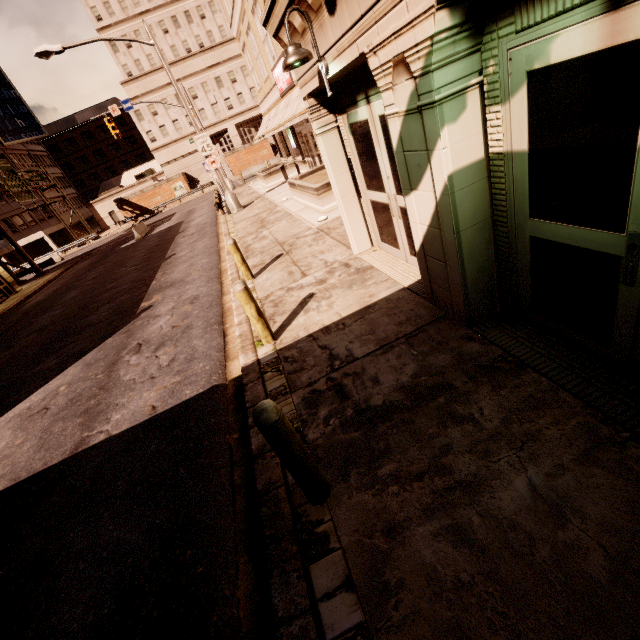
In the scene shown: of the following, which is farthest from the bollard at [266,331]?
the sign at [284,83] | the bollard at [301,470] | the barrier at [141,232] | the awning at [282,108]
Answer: the barrier at [141,232]

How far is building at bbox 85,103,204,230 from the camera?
51.9 meters

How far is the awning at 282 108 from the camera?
13.0 meters

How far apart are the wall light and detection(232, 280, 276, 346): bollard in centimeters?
295cm

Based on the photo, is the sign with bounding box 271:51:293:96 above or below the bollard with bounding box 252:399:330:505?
above

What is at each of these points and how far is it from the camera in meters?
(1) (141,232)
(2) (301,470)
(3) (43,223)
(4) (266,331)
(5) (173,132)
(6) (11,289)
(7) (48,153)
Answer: (1) barrier, 28.4
(2) bollard, 2.7
(3) building, 49.6
(4) bollard, 5.4
(5) building, 53.7
(6) building, 26.0
(7) building, 58.1

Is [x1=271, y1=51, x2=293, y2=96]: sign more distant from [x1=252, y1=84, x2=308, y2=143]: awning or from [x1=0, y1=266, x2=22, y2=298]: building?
[x1=0, y1=266, x2=22, y2=298]: building

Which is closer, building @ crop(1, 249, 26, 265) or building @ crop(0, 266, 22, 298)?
building @ crop(0, 266, 22, 298)
